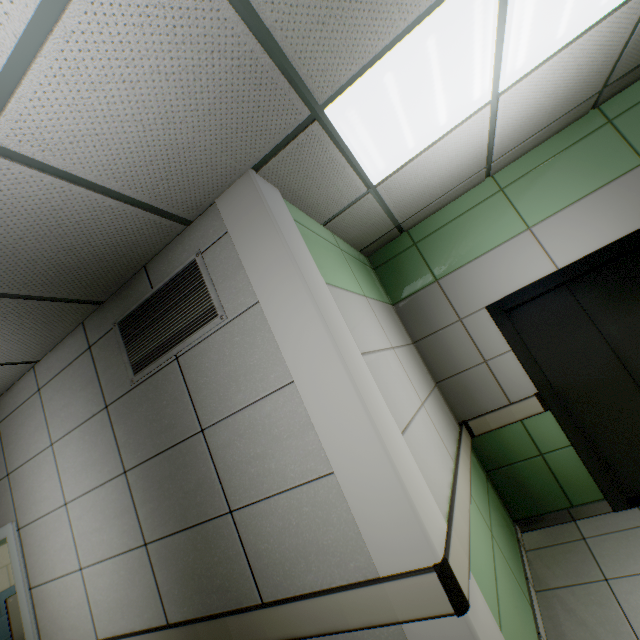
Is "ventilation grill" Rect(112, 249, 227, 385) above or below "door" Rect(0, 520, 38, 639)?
above

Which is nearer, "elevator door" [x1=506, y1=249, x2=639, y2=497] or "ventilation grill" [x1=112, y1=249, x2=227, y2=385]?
"ventilation grill" [x1=112, y1=249, x2=227, y2=385]

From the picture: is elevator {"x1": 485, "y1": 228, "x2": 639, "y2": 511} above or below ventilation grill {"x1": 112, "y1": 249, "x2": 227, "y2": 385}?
below

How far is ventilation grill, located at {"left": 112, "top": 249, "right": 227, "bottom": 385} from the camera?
2.0 meters

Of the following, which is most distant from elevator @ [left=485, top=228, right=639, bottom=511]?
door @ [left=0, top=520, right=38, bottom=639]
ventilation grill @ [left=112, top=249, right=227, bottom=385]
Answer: door @ [left=0, top=520, right=38, bottom=639]

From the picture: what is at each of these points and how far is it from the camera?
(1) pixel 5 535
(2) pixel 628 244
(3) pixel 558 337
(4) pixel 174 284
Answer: (1) door, 2.9 meters
(2) elevator, 2.9 meters
(3) elevator door, 3.2 meters
(4) ventilation grill, 2.1 meters

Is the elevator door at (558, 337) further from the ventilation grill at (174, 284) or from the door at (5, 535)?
the door at (5, 535)

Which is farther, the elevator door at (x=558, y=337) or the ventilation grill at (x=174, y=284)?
the elevator door at (x=558, y=337)
